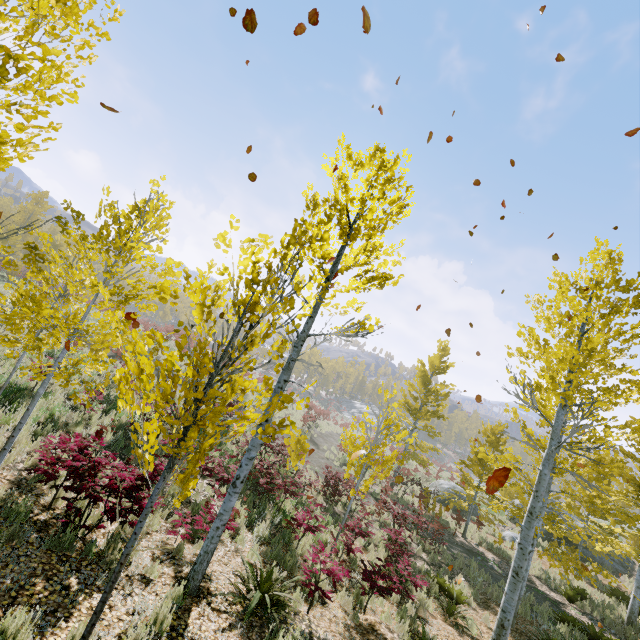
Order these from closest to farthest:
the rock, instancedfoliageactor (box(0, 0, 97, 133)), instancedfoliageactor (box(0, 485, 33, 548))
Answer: instancedfoliageactor (box(0, 0, 97, 133)), instancedfoliageactor (box(0, 485, 33, 548)), the rock

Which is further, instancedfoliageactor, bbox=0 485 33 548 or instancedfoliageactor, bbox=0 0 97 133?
instancedfoliageactor, bbox=0 485 33 548

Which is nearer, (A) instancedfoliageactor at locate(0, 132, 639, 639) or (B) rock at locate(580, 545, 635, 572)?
(A) instancedfoliageactor at locate(0, 132, 639, 639)

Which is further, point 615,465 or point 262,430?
point 615,465

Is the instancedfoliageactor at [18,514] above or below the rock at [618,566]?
below

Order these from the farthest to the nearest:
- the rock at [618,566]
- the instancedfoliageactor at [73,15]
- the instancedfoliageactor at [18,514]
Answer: the rock at [618,566], the instancedfoliageactor at [18,514], the instancedfoliageactor at [73,15]

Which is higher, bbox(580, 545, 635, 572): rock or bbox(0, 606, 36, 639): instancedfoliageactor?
bbox(580, 545, 635, 572): rock
